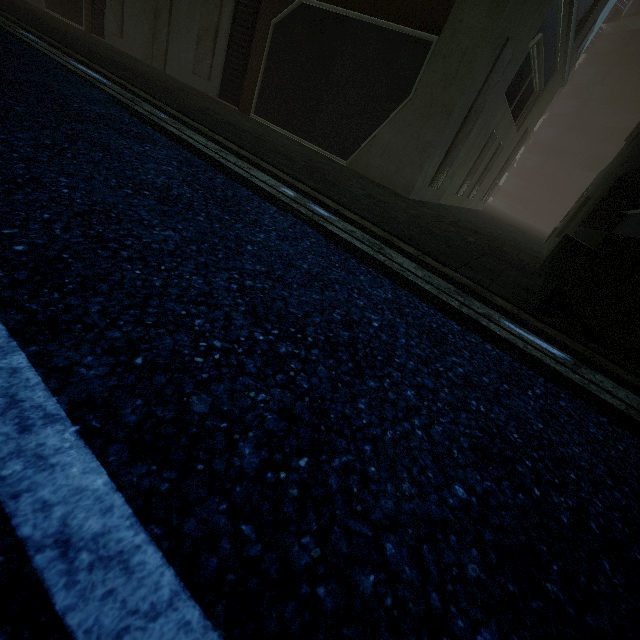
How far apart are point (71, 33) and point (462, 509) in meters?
16.9
